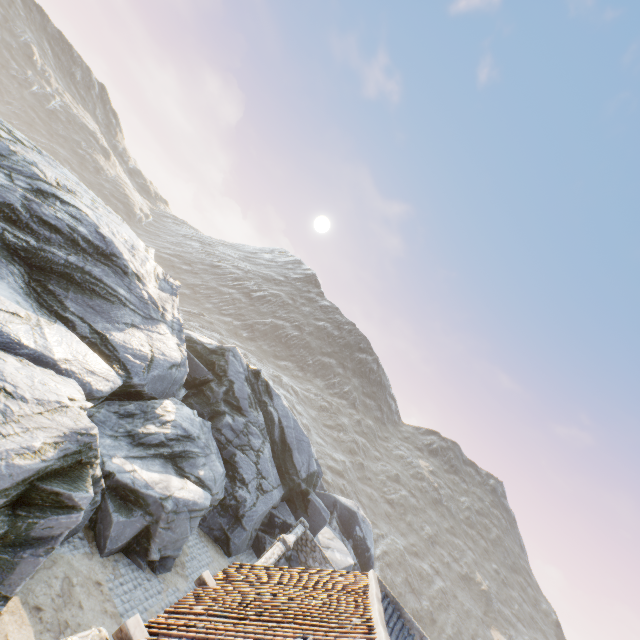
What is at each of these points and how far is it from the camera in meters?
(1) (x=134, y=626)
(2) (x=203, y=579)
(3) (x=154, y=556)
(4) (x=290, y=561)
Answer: (1) wooden beam, 5.4
(2) wooden beam, 7.9
(3) rock, 11.3
(4) rock, 19.2

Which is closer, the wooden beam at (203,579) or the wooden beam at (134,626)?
the wooden beam at (134,626)

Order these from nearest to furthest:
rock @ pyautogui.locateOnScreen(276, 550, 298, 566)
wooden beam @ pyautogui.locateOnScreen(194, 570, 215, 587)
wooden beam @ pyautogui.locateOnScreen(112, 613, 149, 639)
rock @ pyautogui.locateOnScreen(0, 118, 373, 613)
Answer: wooden beam @ pyautogui.locateOnScreen(112, 613, 149, 639) < rock @ pyautogui.locateOnScreen(0, 118, 373, 613) < wooden beam @ pyautogui.locateOnScreen(194, 570, 215, 587) < rock @ pyautogui.locateOnScreen(276, 550, 298, 566)

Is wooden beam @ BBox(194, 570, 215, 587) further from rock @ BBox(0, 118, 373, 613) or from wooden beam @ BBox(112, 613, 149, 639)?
rock @ BBox(0, 118, 373, 613)

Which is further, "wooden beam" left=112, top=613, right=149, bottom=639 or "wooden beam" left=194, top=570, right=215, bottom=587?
"wooden beam" left=194, top=570, right=215, bottom=587

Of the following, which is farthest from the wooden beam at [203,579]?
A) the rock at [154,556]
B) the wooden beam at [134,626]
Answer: the rock at [154,556]

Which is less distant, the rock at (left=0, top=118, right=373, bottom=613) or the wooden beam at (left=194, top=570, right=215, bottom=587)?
the rock at (left=0, top=118, right=373, bottom=613)
